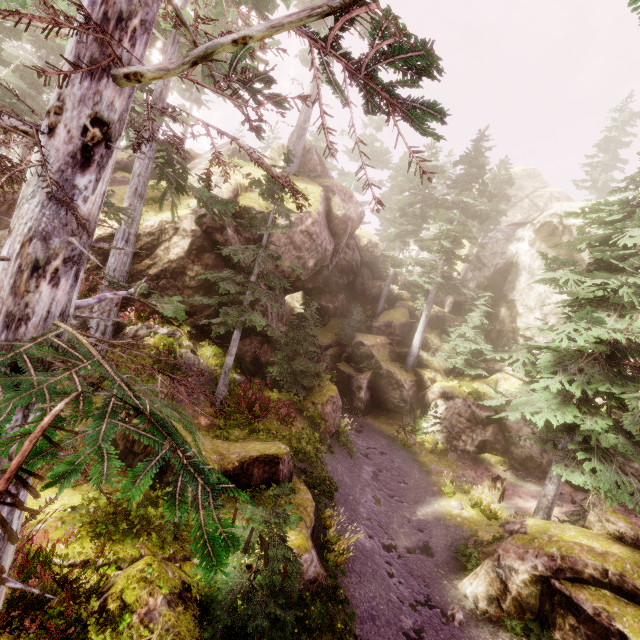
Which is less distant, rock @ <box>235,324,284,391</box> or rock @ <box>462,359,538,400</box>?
rock @ <box>235,324,284,391</box>

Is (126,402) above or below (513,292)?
below

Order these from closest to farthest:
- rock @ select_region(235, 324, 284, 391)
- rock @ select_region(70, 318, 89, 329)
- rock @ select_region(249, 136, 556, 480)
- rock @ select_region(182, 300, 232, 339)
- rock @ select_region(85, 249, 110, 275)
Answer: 1. rock @ select_region(70, 318, 89, 329)
2. rock @ select_region(85, 249, 110, 275)
3. rock @ select_region(182, 300, 232, 339)
4. rock @ select_region(235, 324, 284, 391)
5. rock @ select_region(249, 136, 556, 480)

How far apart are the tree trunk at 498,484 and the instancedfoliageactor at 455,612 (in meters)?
7.27

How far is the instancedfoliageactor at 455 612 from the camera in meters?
8.5 m

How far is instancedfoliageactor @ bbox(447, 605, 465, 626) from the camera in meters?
8.5

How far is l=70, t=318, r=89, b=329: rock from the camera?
12.31m

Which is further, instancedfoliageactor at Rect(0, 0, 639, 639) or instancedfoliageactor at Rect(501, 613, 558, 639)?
instancedfoliageactor at Rect(501, 613, 558, 639)
